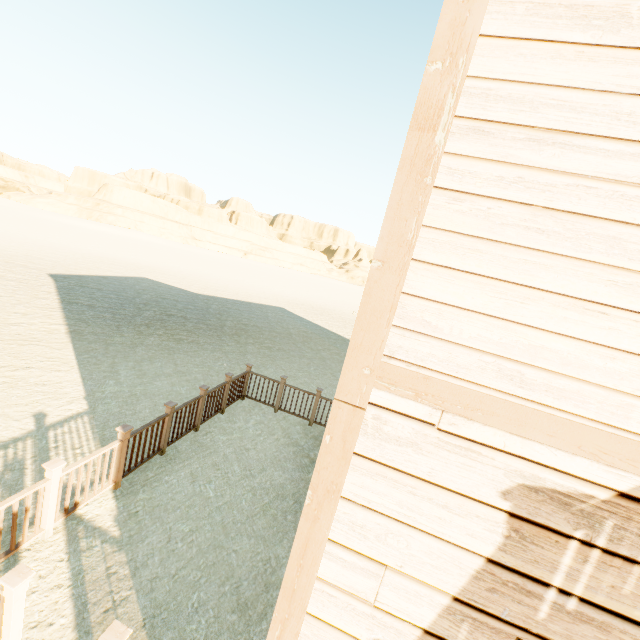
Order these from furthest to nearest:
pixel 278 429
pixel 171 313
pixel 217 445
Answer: pixel 171 313, pixel 278 429, pixel 217 445

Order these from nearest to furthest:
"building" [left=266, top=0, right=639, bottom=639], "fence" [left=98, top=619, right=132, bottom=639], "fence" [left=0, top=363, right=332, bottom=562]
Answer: "building" [left=266, top=0, right=639, bottom=639]
"fence" [left=98, top=619, right=132, bottom=639]
"fence" [left=0, top=363, right=332, bottom=562]

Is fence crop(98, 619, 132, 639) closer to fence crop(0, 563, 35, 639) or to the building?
the building

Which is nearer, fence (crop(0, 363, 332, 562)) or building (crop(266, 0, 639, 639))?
building (crop(266, 0, 639, 639))

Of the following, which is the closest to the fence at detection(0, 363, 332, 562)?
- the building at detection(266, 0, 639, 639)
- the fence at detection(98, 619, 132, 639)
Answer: the building at detection(266, 0, 639, 639)

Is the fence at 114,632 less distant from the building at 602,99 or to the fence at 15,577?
the building at 602,99
